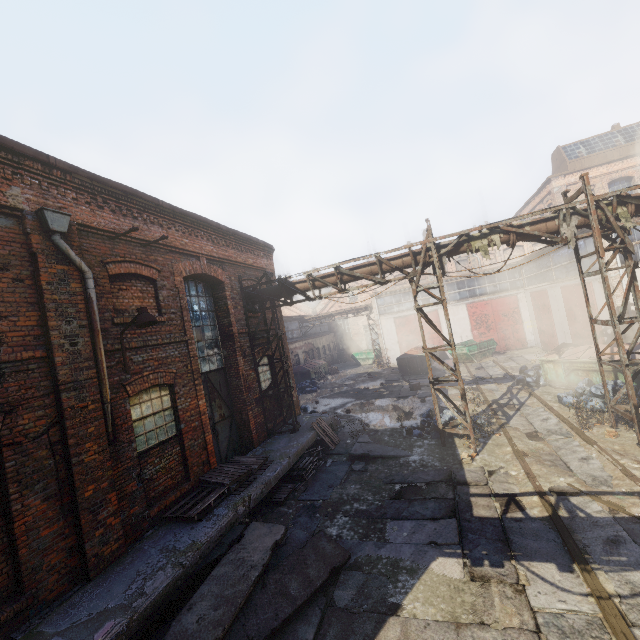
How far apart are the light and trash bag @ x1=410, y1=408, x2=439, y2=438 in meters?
8.8 m

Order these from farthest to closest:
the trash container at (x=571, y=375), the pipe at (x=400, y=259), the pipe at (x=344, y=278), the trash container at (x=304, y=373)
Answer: the trash container at (x=304, y=373) → the trash container at (x=571, y=375) → the pipe at (x=344, y=278) → the pipe at (x=400, y=259)

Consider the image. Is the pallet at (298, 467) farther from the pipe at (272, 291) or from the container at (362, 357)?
the container at (362, 357)

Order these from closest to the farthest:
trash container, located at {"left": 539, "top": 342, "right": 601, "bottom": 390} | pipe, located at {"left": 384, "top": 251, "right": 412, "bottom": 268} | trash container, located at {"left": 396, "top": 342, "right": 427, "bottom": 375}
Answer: pipe, located at {"left": 384, "top": 251, "right": 412, "bottom": 268} → trash container, located at {"left": 539, "top": 342, "right": 601, "bottom": 390} → trash container, located at {"left": 396, "top": 342, "right": 427, "bottom": 375}

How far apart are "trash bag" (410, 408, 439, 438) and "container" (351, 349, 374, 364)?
20.1 meters

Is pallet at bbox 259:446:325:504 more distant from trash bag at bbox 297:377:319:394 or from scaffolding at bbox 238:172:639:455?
trash bag at bbox 297:377:319:394

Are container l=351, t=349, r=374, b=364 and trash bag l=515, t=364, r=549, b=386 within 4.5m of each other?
no

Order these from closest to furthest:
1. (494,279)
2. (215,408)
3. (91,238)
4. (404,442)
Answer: (91,238) < (215,408) < (404,442) < (494,279)
